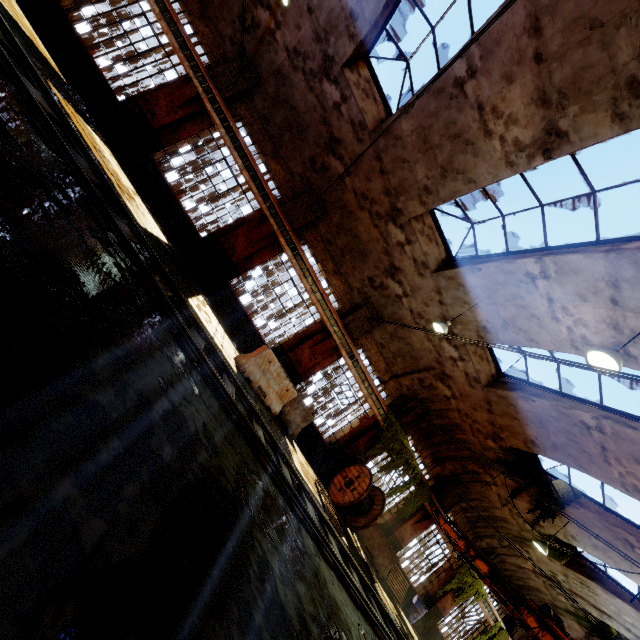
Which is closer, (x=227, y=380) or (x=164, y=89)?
(x=227, y=380)

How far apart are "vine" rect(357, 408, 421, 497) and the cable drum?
0.4 meters

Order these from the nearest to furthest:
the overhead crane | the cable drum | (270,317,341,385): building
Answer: the overhead crane → the cable drum → (270,317,341,385): building

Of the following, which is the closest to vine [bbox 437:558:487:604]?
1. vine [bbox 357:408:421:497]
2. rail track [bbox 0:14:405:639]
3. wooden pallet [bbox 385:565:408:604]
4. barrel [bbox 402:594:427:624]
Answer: barrel [bbox 402:594:427:624]

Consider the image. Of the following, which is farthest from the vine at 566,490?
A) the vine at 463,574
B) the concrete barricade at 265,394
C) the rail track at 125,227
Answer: the concrete barricade at 265,394

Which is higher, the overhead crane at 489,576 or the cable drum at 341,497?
the overhead crane at 489,576

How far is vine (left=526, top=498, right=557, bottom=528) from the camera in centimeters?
1181cm

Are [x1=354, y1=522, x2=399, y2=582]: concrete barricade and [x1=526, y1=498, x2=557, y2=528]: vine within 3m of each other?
no
